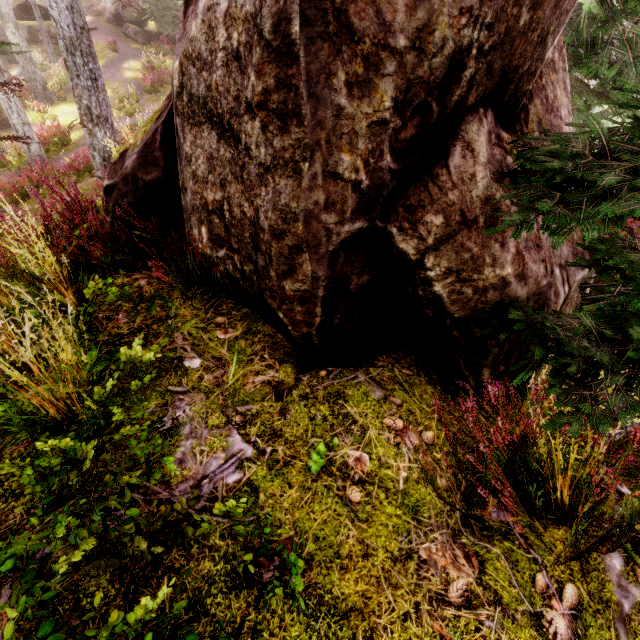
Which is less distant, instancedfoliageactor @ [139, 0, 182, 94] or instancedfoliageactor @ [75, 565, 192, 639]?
instancedfoliageactor @ [75, 565, 192, 639]

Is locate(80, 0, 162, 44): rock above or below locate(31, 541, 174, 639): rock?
above

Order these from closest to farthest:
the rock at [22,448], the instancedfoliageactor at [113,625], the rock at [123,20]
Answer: the instancedfoliageactor at [113,625] → the rock at [22,448] → the rock at [123,20]

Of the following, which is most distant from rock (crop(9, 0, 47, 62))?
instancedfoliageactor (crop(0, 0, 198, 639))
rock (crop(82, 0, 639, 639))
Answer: rock (crop(82, 0, 639, 639))

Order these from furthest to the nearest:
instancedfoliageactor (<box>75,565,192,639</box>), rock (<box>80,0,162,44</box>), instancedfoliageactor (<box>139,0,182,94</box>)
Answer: rock (<box>80,0,162,44</box>), instancedfoliageactor (<box>139,0,182,94</box>), instancedfoliageactor (<box>75,565,192,639</box>)

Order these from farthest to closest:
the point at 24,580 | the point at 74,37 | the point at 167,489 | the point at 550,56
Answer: the point at 74,37, the point at 550,56, the point at 167,489, the point at 24,580

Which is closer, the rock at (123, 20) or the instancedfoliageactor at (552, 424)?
the instancedfoliageactor at (552, 424)

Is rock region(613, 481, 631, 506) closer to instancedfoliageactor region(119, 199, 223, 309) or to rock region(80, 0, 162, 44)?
instancedfoliageactor region(119, 199, 223, 309)
